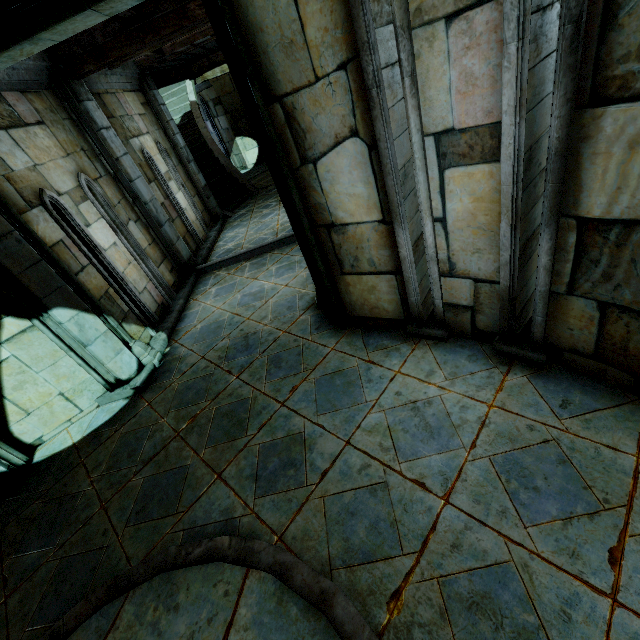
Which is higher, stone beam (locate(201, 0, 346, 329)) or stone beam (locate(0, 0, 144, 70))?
stone beam (locate(0, 0, 144, 70))

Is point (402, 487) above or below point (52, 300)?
below

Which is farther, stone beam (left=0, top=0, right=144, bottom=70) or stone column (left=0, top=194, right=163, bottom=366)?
stone column (left=0, top=194, right=163, bottom=366)

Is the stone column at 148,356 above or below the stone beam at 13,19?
below

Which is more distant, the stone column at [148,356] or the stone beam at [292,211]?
the stone column at [148,356]

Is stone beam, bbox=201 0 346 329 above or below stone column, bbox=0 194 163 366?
above
